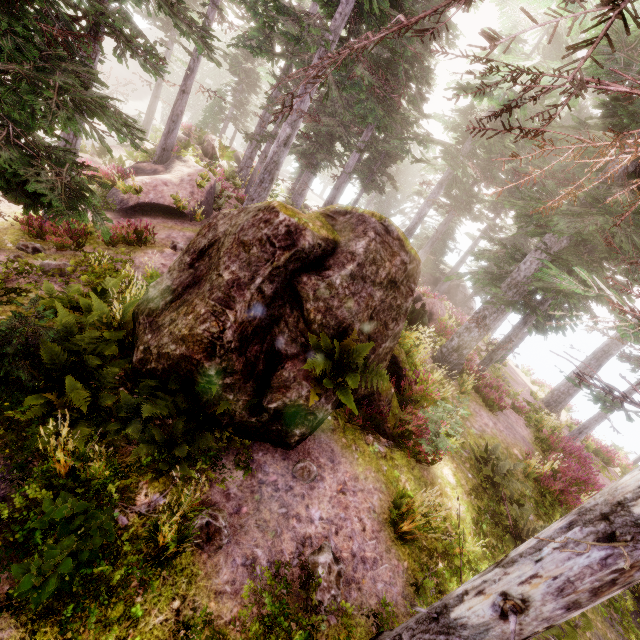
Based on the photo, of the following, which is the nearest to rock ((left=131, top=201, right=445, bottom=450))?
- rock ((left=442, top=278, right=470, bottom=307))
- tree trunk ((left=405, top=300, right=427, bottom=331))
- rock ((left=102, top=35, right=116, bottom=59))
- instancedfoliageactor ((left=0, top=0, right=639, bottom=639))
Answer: instancedfoliageactor ((left=0, top=0, right=639, bottom=639))

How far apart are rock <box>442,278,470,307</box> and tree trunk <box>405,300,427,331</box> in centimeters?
1756cm

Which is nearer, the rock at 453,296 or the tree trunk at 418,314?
the tree trunk at 418,314

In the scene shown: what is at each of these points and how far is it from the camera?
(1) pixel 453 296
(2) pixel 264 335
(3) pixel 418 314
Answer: (1) rock, 32.12m
(2) rock, 5.82m
(3) tree trunk, 14.67m

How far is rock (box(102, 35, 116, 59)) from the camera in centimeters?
5188cm

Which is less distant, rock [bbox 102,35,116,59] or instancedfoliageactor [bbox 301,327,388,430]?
instancedfoliageactor [bbox 301,327,388,430]

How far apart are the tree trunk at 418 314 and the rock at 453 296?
17.6 meters

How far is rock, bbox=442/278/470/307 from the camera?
32.06m
